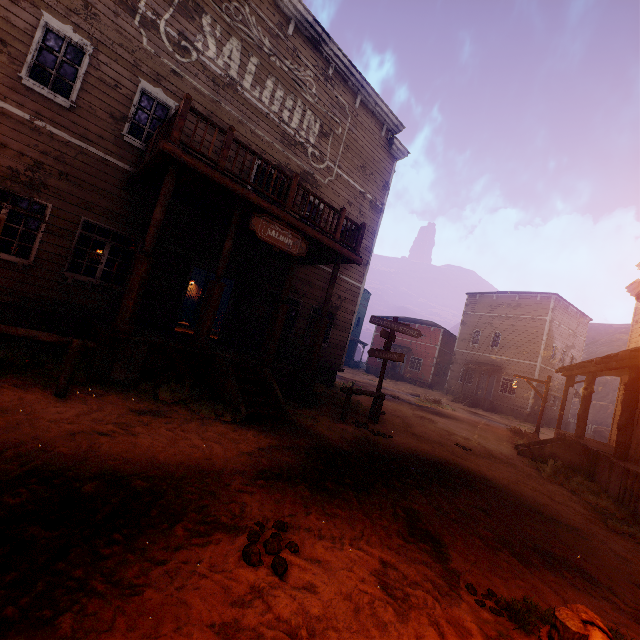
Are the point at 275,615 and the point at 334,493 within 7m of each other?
yes

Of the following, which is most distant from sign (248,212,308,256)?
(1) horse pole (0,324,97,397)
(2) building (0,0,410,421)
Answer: (1) horse pole (0,324,97,397)

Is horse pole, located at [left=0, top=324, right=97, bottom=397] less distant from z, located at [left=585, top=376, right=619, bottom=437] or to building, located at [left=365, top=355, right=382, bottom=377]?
z, located at [left=585, top=376, right=619, bottom=437]

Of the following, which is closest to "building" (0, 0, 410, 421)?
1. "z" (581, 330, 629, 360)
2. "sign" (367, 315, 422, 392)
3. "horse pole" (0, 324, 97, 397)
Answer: "horse pole" (0, 324, 97, 397)

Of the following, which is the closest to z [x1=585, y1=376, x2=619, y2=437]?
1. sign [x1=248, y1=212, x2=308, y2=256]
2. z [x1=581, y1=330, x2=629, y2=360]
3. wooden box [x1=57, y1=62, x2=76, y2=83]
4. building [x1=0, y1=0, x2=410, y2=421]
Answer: building [x1=0, y1=0, x2=410, y2=421]

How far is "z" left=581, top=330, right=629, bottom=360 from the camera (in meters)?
53.72

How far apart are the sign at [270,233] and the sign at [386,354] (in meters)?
3.30

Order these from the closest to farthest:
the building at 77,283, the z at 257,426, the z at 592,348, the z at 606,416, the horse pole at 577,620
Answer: the horse pole at 577,620
the z at 257,426
the building at 77,283
the z at 606,416
the z at 592,348
